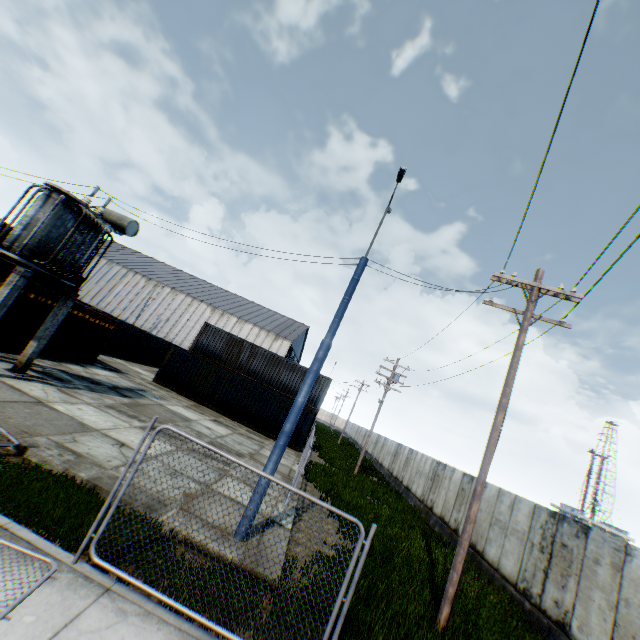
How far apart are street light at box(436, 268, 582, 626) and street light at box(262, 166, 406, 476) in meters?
3.7 m

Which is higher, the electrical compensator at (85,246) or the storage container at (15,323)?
the electrical compensator at (85,246)

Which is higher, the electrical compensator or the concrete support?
the electrical compensator

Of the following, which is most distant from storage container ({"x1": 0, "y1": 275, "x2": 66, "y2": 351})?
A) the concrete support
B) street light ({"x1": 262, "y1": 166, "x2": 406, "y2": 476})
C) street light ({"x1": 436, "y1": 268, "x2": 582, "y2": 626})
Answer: street light ({"x1": 436, "y1": 268, "x2": 582, "y2": 626})

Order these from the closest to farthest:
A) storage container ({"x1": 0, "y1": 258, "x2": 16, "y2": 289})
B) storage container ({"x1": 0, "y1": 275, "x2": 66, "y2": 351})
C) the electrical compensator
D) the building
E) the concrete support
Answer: the concrete support < the electrical compensator < storage container ({"x1": 0, "y1": 258, "x2": 16, "y2": 289}) < storage container ({"x1": 0, "y1": 275, "x2": 66, "y2": 351}) < the building

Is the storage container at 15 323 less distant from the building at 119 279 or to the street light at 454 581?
the street light at 454 581

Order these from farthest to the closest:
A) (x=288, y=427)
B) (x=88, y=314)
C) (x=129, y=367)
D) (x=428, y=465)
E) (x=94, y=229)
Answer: (x=129, y=367) < (x=428, y=465) < (x=88, y=314) < (x=94, y=229) < (x=288, y=427)

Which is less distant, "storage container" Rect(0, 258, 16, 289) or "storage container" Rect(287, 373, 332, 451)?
"storage container" Rect(0, 258, 16, 289)
